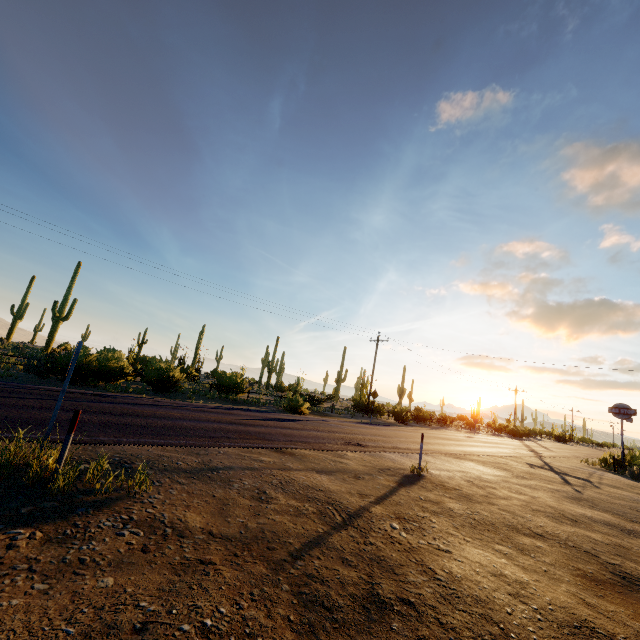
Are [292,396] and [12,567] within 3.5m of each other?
no
